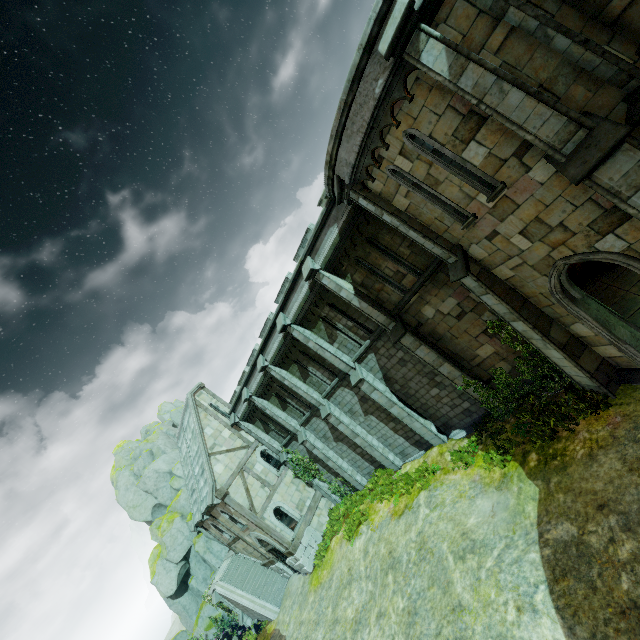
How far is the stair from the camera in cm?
2132

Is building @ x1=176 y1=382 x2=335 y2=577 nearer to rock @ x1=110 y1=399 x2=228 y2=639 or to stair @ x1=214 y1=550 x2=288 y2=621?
stair @ x1=214 y1=550 x2=288 y2=621

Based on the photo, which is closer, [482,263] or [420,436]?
[482,263]

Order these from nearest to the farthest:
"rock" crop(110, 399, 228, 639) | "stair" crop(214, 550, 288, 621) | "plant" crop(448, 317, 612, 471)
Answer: "plant" crop(448, 317, 612, 471) → "stair" crop(214, 550, 288, 621) → "rock" crop(110, 399, 228, 639)

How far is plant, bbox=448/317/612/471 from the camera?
9.5 meters

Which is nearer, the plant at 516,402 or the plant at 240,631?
the plant at 516,402

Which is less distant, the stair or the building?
the building

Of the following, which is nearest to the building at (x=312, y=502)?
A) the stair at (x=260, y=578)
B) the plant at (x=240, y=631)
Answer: the stair at (x=260, y=578)
